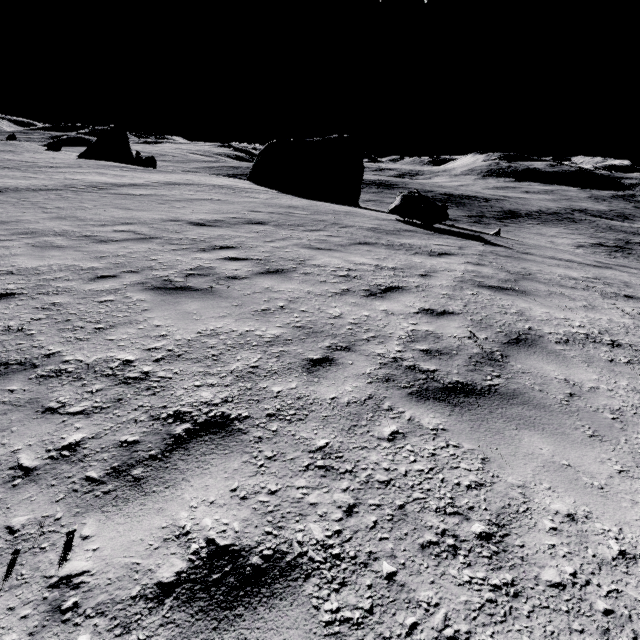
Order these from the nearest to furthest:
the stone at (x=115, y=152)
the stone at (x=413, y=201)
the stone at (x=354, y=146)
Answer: the stone at (x=413, y=201)
the stone at (x=354, y=146)
the stone at (x=115, y=152)

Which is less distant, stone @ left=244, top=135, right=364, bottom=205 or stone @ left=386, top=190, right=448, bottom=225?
stone @ left=386, top=190, right=448, bottom=225

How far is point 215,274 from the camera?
5.67m

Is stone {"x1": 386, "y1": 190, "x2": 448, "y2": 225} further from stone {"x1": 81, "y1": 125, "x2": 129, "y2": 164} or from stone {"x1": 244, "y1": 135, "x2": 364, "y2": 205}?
stone {"x1": 81, "y1": 125, "x2": 129, "y2": 164}

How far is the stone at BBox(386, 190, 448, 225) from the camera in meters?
14.4 m

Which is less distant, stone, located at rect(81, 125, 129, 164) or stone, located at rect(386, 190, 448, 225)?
stone, located at rect(386, 190, 448, 225)

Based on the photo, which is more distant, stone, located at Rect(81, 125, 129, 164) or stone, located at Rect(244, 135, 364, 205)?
stone, located at Rect(81, 125, 129, 164)

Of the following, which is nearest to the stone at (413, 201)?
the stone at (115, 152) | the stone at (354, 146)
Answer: the stone at (354, 146)
